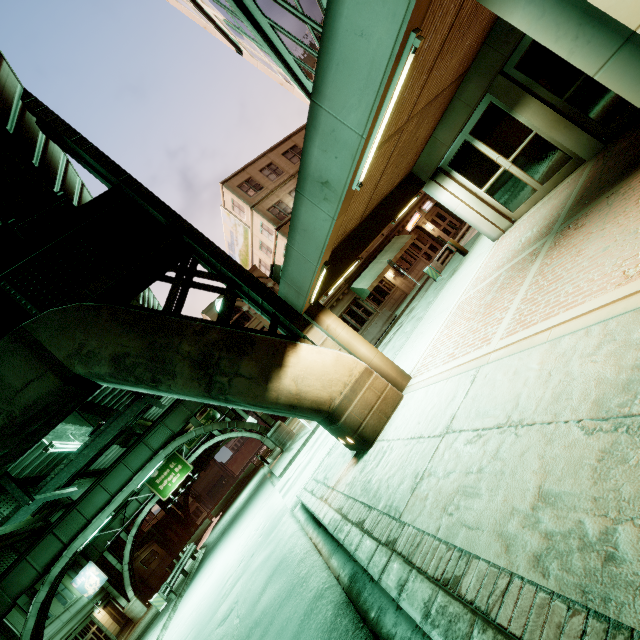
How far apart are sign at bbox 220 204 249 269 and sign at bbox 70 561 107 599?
31.9 meters

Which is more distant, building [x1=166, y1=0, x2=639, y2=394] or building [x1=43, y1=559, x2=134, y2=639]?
building [x1=43, y1=559, x2=134, y2=639]

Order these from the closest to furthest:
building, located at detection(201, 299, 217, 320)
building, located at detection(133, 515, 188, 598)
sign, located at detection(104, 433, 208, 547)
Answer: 1. building, located at detection(201, 299, 217, 320)
2. sign, located at detection(104, 433, 208, 547)
3. building, located at detection(133, 515, 188, 598)

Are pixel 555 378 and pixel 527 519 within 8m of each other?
yes

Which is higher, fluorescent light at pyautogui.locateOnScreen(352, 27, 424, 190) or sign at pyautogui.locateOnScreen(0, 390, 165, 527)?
sign at pyautogui.locateOnScreen(0, 390, 165, 527)

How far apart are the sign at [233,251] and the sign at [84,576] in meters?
31.9 m

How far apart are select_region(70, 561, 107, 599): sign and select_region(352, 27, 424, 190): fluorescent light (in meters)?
40.97

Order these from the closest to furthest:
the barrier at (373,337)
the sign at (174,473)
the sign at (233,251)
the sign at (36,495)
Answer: the sign at (36,495) → the barrier at (373,337) → the sign at (233,251) → the sign at (174,473)
